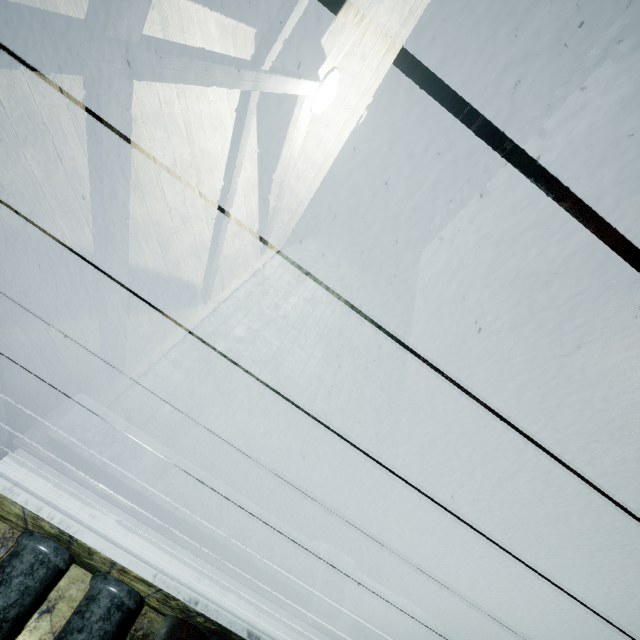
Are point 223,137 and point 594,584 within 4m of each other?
yes

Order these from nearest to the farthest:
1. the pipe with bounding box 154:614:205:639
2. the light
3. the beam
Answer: the beam → the pipe with bounding box 154:614:205:639 → the light

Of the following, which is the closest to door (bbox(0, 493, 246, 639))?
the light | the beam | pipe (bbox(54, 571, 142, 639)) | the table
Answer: pipe (bbox(54, 571, 142, 639))

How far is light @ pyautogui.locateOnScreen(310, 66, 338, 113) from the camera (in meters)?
2.34

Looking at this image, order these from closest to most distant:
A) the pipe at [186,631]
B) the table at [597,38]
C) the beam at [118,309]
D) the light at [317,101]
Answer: the beam at [118,309] < the pipe at [186,631] < the light at [317,101] < the table at [597,38]

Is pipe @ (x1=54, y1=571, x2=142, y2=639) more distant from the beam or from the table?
the table

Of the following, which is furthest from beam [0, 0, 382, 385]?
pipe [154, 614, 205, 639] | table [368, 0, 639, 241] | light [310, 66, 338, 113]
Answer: table [368, 0, 639, 241]

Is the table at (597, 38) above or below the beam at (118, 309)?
below
